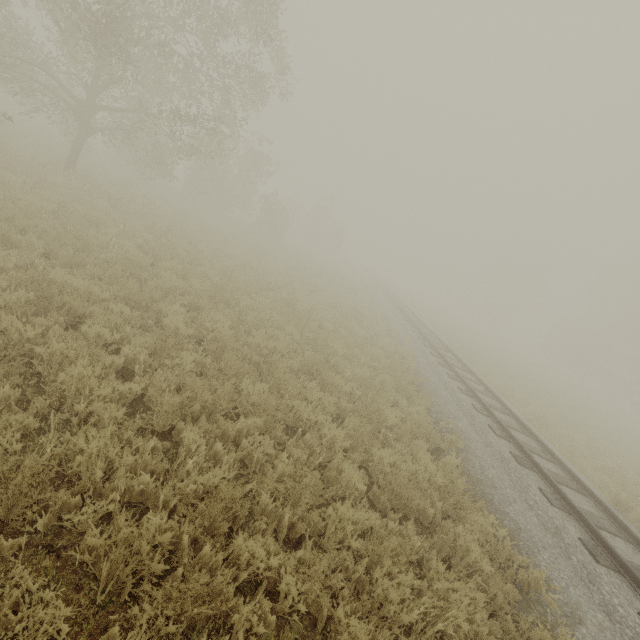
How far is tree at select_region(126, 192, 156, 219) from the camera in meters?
14.0 m

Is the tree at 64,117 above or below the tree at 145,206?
above

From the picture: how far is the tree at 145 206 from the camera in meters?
14.0 m

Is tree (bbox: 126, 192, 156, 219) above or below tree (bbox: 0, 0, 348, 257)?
below

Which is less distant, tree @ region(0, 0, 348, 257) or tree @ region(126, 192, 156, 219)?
tree @ region(0, 0, 348, 257)

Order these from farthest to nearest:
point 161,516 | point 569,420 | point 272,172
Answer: point 272,172, point 569,420, point 161,516
